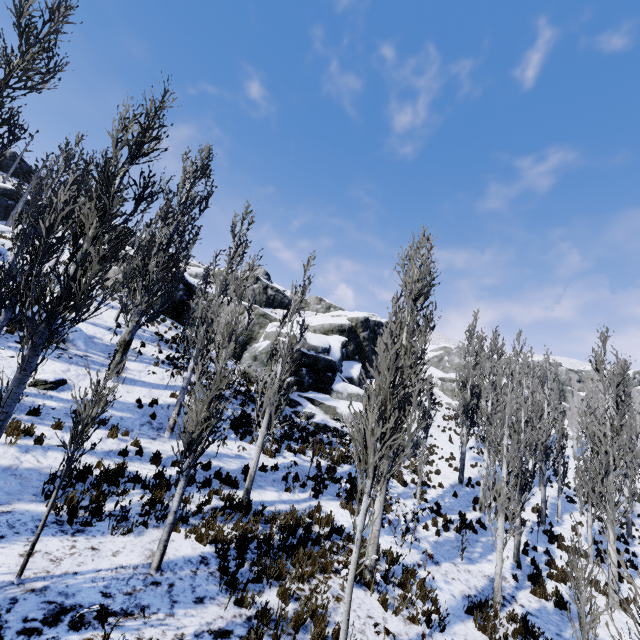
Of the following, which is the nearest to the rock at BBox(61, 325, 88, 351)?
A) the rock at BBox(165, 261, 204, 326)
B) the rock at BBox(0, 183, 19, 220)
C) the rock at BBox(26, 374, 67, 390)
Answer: the rock at BBox(26, 374, 67, 390)

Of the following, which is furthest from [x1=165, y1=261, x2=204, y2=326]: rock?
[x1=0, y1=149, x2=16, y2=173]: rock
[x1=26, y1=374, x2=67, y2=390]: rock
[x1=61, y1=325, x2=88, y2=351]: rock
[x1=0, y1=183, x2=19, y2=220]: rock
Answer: [x1=0, y1=149, x2=16, y2=173]: rock

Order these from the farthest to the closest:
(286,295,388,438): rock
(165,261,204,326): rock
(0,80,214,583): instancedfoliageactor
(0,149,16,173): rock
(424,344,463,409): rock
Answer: (0,149,16,173): rock → (424,344,463,409): rock → (165,261,204,326): rock → (286,295,388,438): rock → (0,80,214,583): instancedfoliageactor

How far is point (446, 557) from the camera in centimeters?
1199cm

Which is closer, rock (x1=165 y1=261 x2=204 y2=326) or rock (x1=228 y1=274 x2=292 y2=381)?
rock (x1=228 y1=274 x2=292 y2=381)

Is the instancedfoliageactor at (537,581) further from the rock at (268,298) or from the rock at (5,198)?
the rock at (5,198)

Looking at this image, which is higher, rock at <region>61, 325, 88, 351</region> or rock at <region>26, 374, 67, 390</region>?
rock at <region>61, 325, 88, 351</region>

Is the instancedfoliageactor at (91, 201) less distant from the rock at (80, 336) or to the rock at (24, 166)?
the rock at (80, 336)
